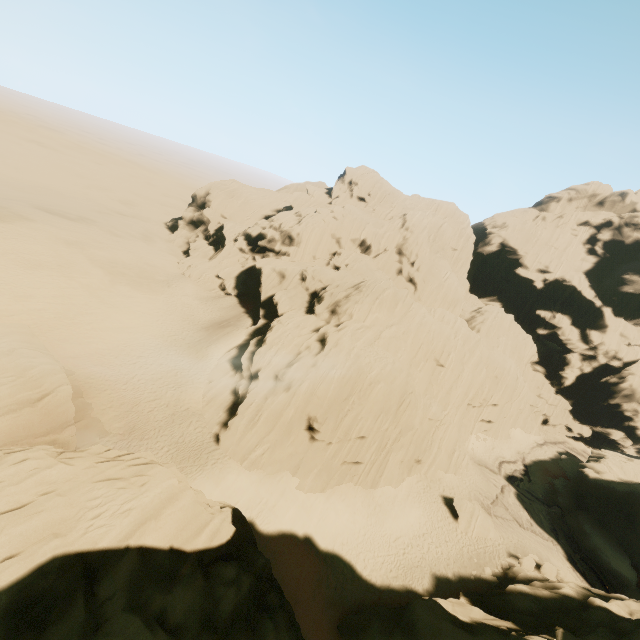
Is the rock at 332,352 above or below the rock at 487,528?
above

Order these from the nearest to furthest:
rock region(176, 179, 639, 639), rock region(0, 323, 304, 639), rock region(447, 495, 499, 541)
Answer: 1. rock region(0, 323, 304, 639)
2. rock region(176, 179, 639, 639)
3. rock region(447, 495, 499, 541)

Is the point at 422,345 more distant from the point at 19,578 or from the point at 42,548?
the point at 19,578

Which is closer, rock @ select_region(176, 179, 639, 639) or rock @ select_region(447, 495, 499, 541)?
rock @ select_region(176, 179, 639, 639)

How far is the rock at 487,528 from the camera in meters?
30.0

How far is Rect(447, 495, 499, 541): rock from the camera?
30.05m

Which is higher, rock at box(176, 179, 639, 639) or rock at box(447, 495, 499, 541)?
rock at box(176, 179, 639, 639)
